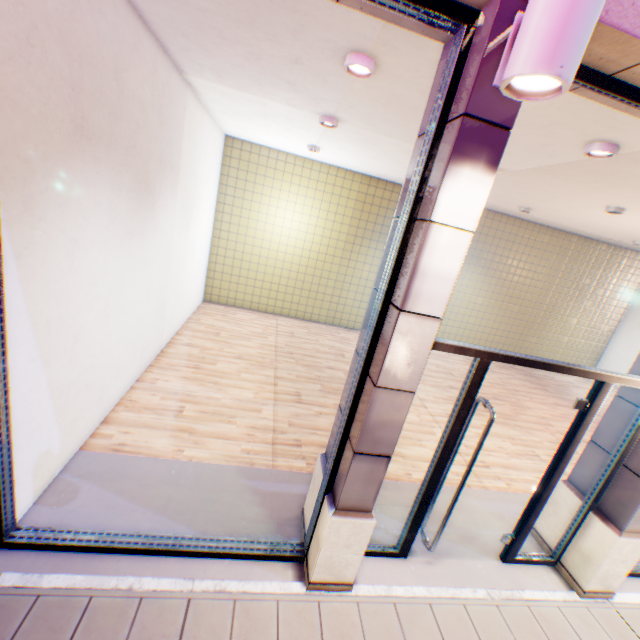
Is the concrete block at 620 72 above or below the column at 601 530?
above

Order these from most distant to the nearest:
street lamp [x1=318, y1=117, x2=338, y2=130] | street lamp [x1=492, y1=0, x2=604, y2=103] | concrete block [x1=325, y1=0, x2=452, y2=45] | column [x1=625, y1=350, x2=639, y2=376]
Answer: street lamp [x1=318, y1=117, x2=338, y2=130] < column [x1=625, y1=350, x2=639, y2=376] < concrete block [x1=325, y1=0, x2=452, y2=45] < street lamp [x1=492, y1=0, x2=604, y2=103]

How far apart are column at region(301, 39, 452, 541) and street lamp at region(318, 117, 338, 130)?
2.8m

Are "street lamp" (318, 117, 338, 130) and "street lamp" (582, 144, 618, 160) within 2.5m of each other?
no

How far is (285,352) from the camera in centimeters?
730cm

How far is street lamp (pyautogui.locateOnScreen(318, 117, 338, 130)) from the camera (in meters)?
4.69

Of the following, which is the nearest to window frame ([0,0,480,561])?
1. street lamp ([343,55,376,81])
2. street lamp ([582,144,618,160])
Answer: street lamp ([343,55,376,81])

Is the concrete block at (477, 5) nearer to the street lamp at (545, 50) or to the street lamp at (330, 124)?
the street lamp at (545, 50)
